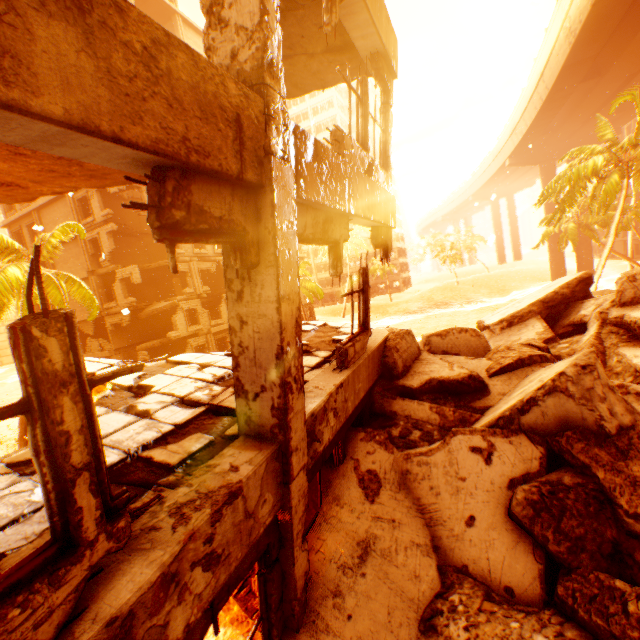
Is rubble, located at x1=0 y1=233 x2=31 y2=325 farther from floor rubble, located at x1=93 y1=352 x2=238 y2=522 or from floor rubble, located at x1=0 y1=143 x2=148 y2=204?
floor rubble, located at x1=93 y1=352 x2=238 y2=522

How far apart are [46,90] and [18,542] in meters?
2.7

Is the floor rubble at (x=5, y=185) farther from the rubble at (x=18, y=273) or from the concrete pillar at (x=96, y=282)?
the concrete pillar at (x=96, y=282)

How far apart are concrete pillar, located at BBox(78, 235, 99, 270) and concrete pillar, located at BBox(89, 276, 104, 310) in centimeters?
38cm

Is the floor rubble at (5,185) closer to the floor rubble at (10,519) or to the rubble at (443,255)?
the floor rubble at (10,519)

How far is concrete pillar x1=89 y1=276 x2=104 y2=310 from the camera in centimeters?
2419cm

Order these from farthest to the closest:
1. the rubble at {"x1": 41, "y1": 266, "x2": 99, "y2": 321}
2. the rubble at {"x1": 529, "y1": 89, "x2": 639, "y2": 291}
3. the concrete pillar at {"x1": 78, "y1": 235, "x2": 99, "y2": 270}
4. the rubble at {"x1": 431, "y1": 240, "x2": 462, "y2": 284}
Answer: the rubble at {"x1": 431, "y1": 240, "x2": 462, "y2": 284}, the concrete pillar at {"x1": 78, "y1": 235, "x2": 99, "y2": 270}, the rubble at {"x1": 529, "y1": 89, "x2": 639, "y2": 291}, the rubble at {"x1": 41, "y1": 266, "x2": 99, "y2": 321}

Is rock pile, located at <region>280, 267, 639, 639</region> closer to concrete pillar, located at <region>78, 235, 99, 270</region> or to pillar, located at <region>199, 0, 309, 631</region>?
pillar, located at <region>199, 0, 309, 631</region>
